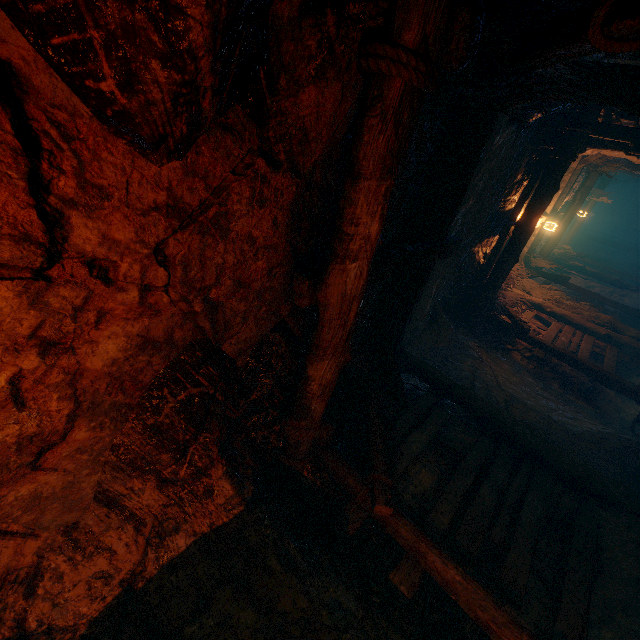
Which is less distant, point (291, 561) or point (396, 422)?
point (291, 561)
